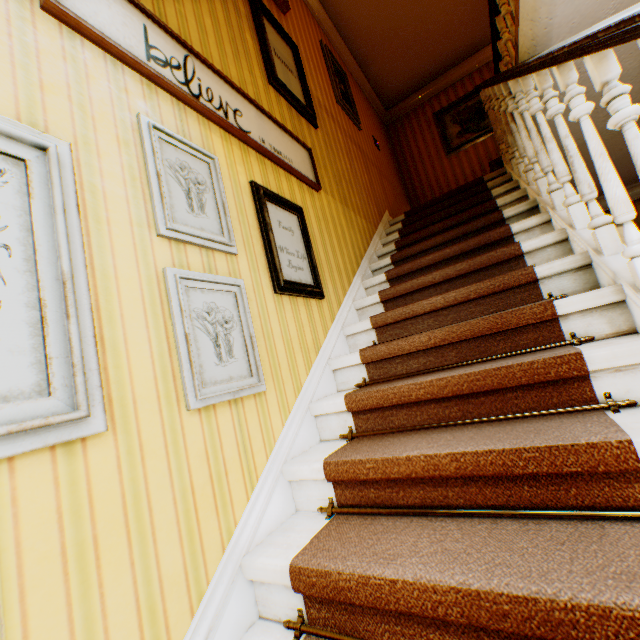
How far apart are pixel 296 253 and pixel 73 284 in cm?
146

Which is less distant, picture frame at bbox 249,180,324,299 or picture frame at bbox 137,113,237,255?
picture frame at bbox 137,113,237,255

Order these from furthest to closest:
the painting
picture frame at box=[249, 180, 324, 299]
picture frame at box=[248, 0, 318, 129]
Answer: the painting
picture frame at box=[248, 0, 318, 129]
picture frame at box=[249, 180, 324, 299]

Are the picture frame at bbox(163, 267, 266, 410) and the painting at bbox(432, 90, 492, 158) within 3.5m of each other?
no

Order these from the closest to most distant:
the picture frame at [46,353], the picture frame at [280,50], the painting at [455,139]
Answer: the picture frame at [46,353] < the picture frame at [280,50] < the painting at [455,139]

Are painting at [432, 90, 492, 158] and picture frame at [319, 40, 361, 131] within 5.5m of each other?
yes

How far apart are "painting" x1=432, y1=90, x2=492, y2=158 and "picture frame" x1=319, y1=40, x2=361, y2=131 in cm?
240

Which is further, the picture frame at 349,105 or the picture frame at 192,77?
the picture frame at 349,105
